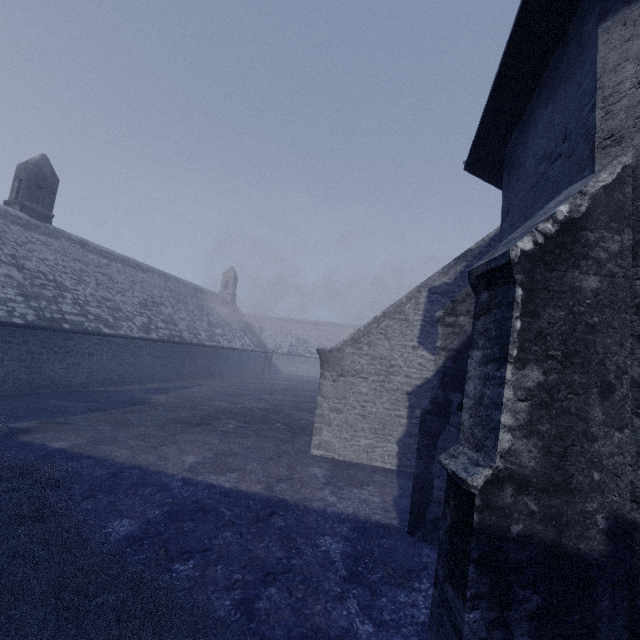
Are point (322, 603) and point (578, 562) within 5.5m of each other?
yes
